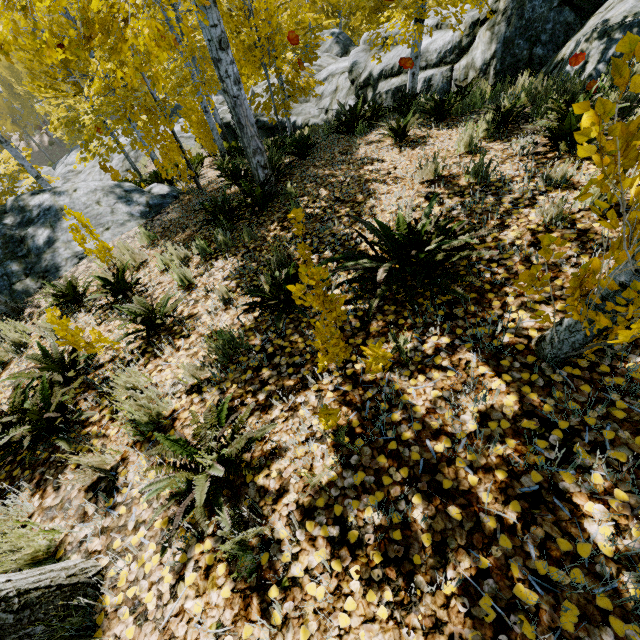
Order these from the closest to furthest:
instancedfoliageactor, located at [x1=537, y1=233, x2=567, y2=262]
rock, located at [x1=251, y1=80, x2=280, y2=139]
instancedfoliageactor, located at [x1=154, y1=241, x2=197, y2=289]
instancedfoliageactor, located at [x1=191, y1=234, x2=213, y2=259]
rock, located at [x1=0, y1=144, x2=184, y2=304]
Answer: instancedfoliageactor, located at [x1=537, y1=233, x2=567, y2=262] < instancedfoliageactor, located at [x1=154, y1=241, x2=197, y2=289] < instancedfoliageactor, located at [x1=191, y1=234, x2=213, y2=259] < rock, located at [x1=0, y1=144, x2=184, y2=304] < rock, located at [x1=251, y1=80, x2=280, y2=139]

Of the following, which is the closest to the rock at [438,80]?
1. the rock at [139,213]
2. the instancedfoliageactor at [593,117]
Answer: the instancedfoliageactor at [593,117]

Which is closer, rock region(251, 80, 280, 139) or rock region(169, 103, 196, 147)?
rock region(251, 80, 280, 139)

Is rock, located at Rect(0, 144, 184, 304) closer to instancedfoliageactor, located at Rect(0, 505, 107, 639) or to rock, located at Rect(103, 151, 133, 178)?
instancedfoliageactor, located at Rect(0, 505, 107, 639)

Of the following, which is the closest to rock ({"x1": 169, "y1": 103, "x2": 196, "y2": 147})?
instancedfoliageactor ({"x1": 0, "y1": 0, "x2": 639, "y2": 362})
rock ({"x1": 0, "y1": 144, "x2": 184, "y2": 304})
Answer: instancedfoliageactor ({"x1": 0, "y1": 0, "x2": 639, "y2": 362})

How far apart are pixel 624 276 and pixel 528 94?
5.43m

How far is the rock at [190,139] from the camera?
18.23m
